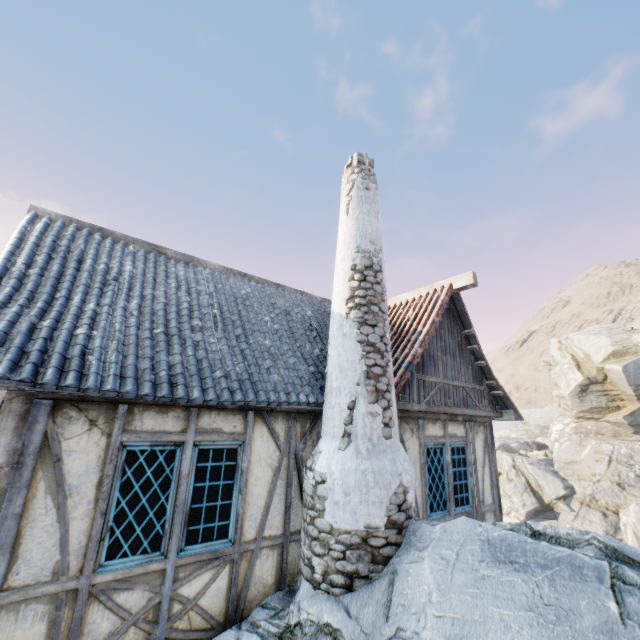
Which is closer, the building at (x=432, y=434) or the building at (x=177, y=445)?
the building at (x=177, y=445)

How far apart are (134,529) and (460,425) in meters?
6.4 m

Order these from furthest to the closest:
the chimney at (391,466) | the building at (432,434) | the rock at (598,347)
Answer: the building at (432,434) → the chimney at (391,466) → the rock at (598,347)

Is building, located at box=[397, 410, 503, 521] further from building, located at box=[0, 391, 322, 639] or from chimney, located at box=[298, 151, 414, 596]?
building, located at box=[0, 391, 322, 639]

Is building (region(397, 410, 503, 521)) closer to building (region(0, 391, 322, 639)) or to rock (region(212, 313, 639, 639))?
rock (region(212, 313, 639, 639))

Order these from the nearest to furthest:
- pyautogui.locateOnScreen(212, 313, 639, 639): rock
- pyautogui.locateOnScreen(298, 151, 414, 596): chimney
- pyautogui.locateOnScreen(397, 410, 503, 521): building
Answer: pyautogui.locateOnScreen(212, 313, 639, 639): rock → pyautogui.locateOnScreen(298, 151, 414, 596): chimney → pyautogui.locateOnScreen(397, 410, 503, 521): building

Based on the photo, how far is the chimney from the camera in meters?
4.1

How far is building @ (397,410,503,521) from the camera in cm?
605
